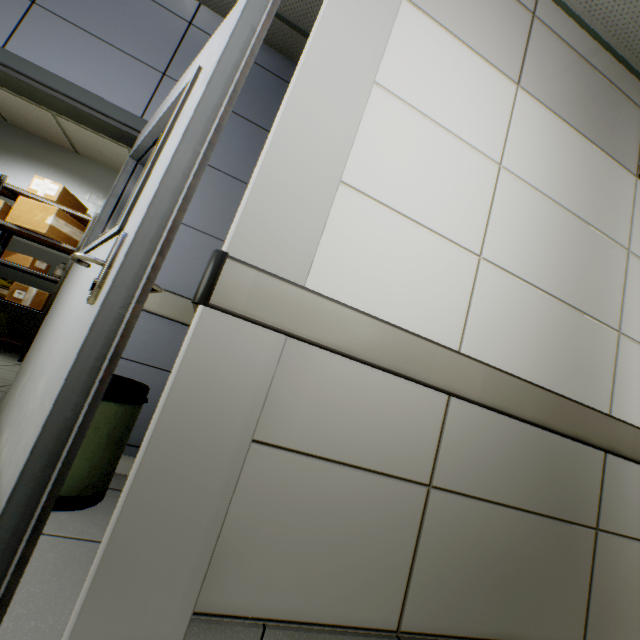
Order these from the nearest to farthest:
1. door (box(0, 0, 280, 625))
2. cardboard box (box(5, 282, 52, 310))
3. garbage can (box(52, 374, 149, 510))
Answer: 1. door (box(0, 0, 280, 625))
2. garbage can (box(52, 374, 149, 510))
3. cardboard box (box(5, 282, 52, 310))

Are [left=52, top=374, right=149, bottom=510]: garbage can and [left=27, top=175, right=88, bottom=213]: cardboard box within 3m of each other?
no

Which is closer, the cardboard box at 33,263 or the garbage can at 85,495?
the garbage can at 85,495

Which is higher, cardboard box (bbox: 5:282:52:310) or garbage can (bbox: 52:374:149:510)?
cardboard box (bbox: 5:282:52:310)

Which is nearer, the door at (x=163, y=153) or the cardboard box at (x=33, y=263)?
the door at (x=163, y=153)

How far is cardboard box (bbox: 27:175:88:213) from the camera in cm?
449

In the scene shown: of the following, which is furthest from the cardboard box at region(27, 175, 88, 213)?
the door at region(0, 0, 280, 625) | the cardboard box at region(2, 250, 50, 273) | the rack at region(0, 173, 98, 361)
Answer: the door at region(0, 0, 280, 625)

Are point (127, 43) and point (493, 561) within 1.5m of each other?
no
